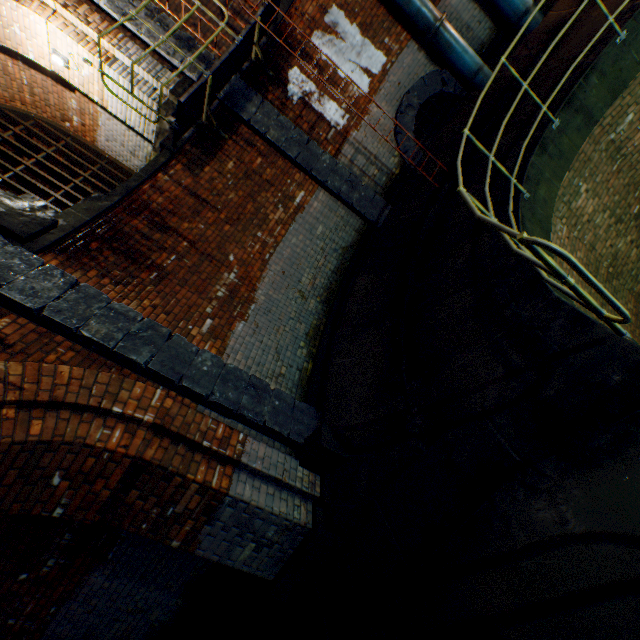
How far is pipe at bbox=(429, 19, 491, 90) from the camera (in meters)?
6.86

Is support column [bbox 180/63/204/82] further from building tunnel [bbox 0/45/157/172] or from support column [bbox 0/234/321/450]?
support column [bbox 0/234/321/450]

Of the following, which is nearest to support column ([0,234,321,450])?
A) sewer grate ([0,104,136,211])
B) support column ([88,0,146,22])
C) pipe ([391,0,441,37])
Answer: sewer grate ([0,104,136,211])

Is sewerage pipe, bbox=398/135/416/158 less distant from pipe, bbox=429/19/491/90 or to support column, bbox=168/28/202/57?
pipe, bbox=429/19/491/90

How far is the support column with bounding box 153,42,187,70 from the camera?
6.0 meters

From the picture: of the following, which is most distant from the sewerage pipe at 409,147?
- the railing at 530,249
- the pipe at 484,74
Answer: the railing at 530,249

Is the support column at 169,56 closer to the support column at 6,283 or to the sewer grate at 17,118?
the sewer grate at 17,118

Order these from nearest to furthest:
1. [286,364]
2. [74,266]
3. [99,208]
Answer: [74,266] < [99,208] < [286,364]
